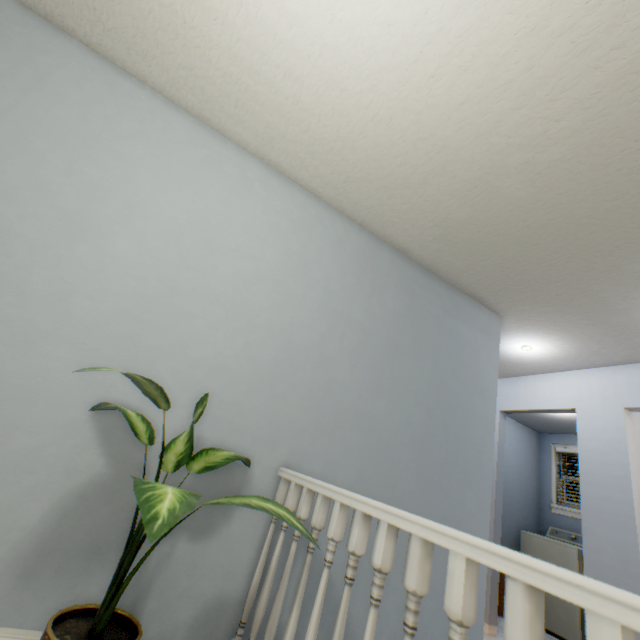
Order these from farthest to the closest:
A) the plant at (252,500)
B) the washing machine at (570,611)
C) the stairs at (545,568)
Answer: the washing machine at (570,611) → the plant at (252,500) → the stairs at (545,568)

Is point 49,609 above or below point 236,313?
below

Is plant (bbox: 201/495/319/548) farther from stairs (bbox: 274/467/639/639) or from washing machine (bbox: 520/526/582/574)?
washing machine (bbox: 520/526/582/574)

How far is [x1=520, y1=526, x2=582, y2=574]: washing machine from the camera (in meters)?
3.79

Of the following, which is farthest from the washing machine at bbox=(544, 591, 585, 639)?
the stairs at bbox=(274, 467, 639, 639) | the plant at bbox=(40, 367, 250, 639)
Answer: the plant at bbox=(40, 367, 250, 639)

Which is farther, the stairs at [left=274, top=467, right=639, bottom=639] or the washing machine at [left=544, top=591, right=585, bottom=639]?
the washing machine at [left=544, top=591, right=585, bottom=639]

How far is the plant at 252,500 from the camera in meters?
1.0 m
